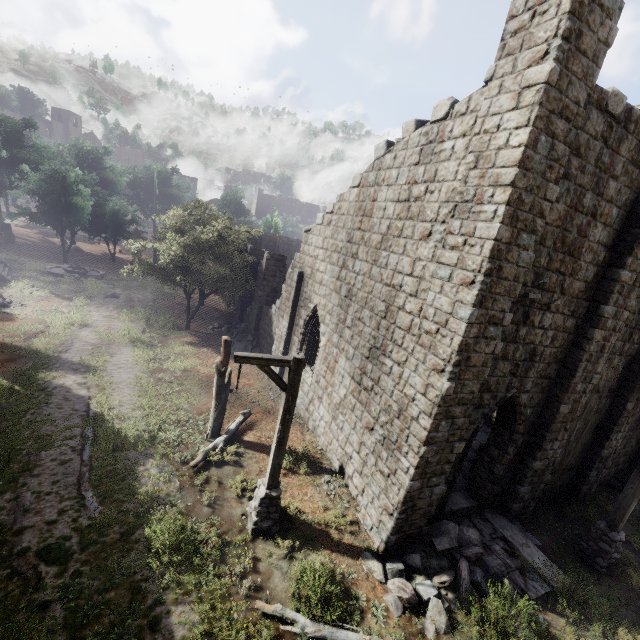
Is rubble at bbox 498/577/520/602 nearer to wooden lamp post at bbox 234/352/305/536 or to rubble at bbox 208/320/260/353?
wooden lamp post at bbox 234/352/305/536

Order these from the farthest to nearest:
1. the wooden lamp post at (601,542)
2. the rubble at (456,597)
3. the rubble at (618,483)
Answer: the rubble at (618,483) → the wooden lamp post at (601,542) → the rubble at (456,597)

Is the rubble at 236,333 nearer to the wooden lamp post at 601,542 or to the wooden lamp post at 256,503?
the wooden lamp post at 256,503

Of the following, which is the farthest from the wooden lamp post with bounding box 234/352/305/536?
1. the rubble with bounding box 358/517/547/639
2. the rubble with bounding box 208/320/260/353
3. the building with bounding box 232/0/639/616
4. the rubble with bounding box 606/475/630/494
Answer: the rubble with bounding box 606/475/630/494

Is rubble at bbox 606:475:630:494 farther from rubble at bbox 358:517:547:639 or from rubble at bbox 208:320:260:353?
rubble at bbox 208:320:260:353

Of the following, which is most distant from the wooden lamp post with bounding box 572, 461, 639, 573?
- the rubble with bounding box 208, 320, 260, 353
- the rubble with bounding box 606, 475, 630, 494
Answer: the rubble with bounding box 208, 320, 260, 353

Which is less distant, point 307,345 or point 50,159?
point 307,345

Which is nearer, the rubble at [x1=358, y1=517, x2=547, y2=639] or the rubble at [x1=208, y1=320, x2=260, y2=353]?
the rubble at [x1=358, y1=517, x2=547, y2=639]
